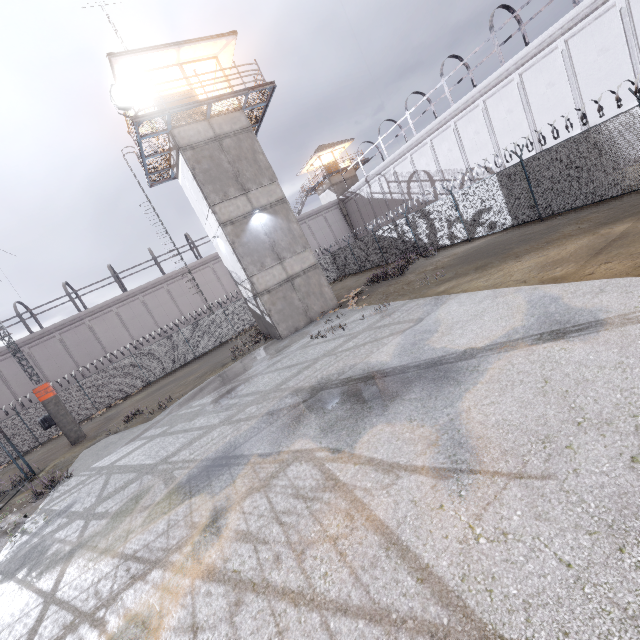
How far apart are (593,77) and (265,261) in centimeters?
1966cm

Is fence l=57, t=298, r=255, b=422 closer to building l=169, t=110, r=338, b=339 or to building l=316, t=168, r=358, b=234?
building l=169, t=110, r=338, b=339

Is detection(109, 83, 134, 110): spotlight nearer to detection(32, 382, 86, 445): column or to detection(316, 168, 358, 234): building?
detection(32, 382, 86, 445): column

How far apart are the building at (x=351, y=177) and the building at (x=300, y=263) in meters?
23.6

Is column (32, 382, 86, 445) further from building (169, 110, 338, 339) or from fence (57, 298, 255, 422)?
building (169, 110, 338, 339)

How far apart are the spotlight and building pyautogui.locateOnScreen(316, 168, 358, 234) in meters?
28.3 m

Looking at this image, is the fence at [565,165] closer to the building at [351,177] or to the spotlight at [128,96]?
the building at [351,177]

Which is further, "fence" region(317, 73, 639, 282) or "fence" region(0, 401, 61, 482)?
"fence" region(0, 401, 61, 482)
